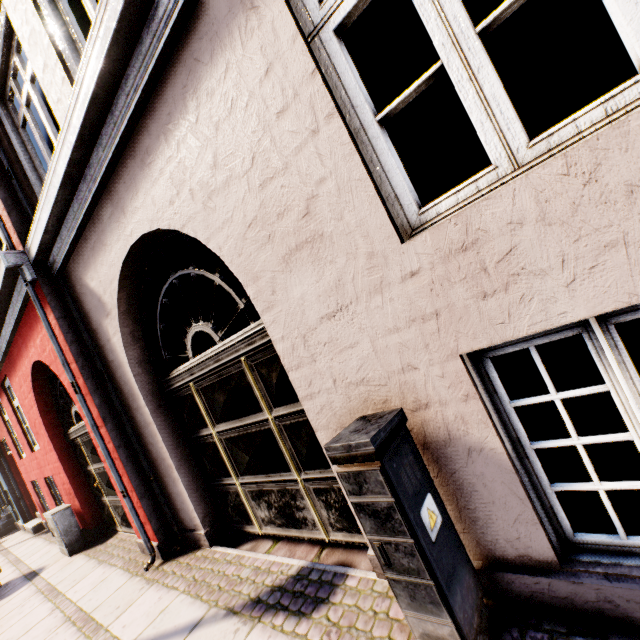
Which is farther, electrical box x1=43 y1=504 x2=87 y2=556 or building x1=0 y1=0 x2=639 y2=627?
electrical box x1=43 y1=504 x2=87 y2=556

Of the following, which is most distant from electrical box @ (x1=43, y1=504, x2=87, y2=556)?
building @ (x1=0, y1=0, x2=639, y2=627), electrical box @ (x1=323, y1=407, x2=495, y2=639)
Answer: electrical box @ (x1=323, y1=407, x2=495, y2=639)

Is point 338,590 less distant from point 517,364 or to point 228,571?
point 228,571

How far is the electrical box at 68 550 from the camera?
5.90m

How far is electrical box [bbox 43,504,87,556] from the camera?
5.9 meters

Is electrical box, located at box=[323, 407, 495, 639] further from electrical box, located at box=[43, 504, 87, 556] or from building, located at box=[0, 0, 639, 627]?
electrical box, located at box=[43, 504, 87, 556]

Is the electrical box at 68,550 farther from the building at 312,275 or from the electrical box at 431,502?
the electrical box at 431,502
